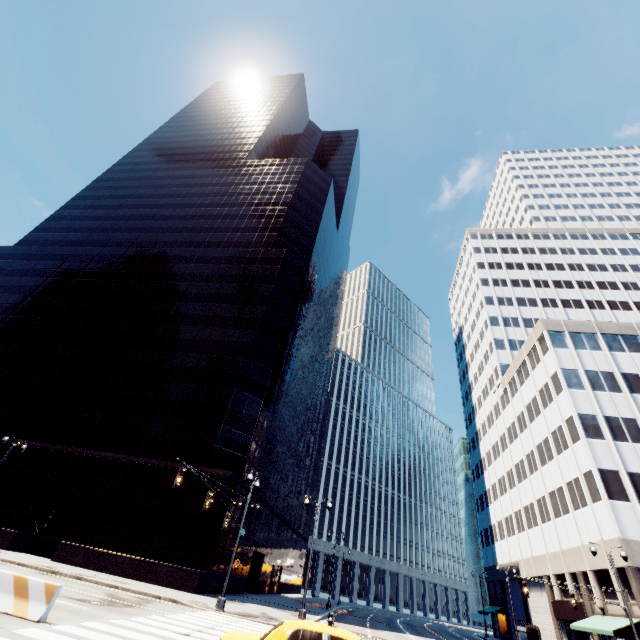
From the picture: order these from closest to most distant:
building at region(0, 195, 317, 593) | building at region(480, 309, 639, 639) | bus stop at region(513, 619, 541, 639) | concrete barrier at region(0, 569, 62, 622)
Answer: concrete barrier at region(0, 569, 62, 622) < building at region(0, 195, 317, 593) < building at region(480, 309, 639, 639) < bus stop at region(513, 619, 541, 639)

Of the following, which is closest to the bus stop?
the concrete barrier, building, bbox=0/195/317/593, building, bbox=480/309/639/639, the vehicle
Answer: building, bbox=480/309/639/639

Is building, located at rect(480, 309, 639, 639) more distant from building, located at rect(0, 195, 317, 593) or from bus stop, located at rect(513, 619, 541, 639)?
building, located at rect(0, 195, 317, 593)

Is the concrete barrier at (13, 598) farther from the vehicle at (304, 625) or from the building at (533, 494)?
the building at (533, 494)

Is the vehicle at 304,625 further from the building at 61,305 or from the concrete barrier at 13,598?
the building at 61,305

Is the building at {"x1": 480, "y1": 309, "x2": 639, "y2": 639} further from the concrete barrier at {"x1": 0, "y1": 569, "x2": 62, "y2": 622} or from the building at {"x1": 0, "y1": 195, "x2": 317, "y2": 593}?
the concrete barrier at {"x1": 0, "y1": 569, "x2": 62, "y2": 622}

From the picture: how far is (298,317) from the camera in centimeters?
4906cm
